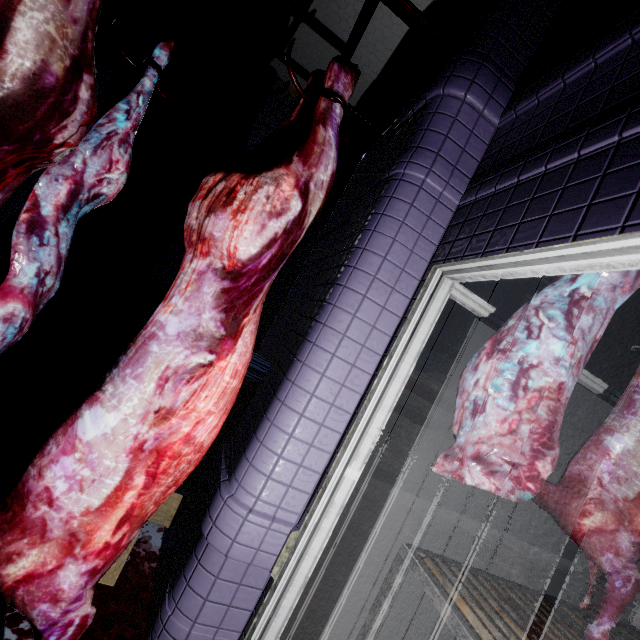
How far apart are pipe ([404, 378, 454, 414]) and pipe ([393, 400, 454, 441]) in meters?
0.1 m

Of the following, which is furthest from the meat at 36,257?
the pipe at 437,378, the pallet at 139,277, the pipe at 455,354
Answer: the pipe at 437,378

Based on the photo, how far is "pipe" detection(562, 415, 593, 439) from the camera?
5.86m

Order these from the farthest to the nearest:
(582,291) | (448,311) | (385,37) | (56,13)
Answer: (448,311)
(385,37)
(582,291)
(56,13)

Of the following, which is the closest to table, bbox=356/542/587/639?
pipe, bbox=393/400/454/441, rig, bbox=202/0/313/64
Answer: rig, bbox=202/0/313/64

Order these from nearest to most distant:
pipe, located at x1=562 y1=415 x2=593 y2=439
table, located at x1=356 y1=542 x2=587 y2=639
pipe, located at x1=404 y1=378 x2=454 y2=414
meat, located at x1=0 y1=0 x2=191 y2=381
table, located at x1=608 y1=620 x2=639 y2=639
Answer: meat, located at x1=0 y1=0 x2=191 y2=381 < table, located at x1=356 y1=542 x2=587 y2=639 < table, located at x1=608 y1=620 x2=639 y2=639 < pipe, located at x1=404 y1=378 x2=454 y2=414 < pipe, located at x1=562 y1=415 x2=593 y2=439

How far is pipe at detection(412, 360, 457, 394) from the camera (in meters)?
4.93

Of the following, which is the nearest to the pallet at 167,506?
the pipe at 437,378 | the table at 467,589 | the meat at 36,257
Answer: the meat at 36,257
